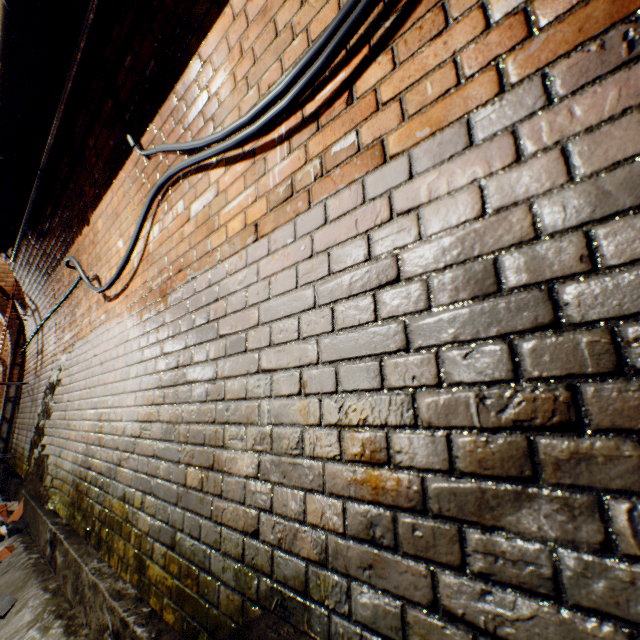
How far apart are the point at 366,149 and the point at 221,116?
1.1 meters

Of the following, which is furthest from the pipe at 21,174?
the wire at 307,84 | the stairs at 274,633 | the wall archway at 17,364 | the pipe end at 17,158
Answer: the wall archway at 17,364

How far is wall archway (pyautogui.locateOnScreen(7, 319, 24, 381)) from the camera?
6.74m

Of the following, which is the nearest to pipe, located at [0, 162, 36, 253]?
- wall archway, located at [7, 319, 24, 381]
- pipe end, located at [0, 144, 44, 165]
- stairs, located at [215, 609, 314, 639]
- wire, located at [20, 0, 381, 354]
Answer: pipe end, located at [0, 144, 44, 165]

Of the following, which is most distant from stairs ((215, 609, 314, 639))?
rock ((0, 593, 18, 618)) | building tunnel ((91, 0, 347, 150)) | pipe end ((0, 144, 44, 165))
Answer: pipe end ((0, 144, 44, 165))

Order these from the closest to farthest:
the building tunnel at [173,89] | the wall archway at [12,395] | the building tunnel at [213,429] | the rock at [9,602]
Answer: the building tunnel at [213,429] < the building tunnel at [173,89] < the rock at [9,602] < the wall archway at [12,395]

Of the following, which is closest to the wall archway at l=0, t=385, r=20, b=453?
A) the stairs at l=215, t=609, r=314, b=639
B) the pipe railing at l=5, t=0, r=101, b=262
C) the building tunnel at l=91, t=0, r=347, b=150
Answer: the building tunnel at l=91, t=0, r=347, b=150

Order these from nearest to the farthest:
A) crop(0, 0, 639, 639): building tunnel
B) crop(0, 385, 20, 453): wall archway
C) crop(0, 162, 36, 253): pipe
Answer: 1. crop(0, 0, 639, 639): building tunnel
2. crop(0, 162, 36, 253): pipe
3. crop(0, 385, 20, 453): wall archway
